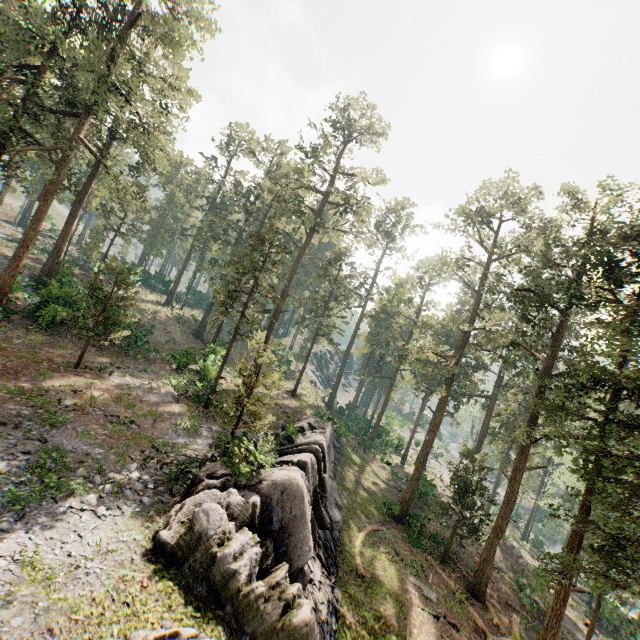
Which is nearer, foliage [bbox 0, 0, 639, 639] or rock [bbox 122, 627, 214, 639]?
rock [bbox 122, 627, 214, 639]

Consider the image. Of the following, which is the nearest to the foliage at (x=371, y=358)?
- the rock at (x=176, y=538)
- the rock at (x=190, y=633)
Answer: the rock at (x=190, y=633)

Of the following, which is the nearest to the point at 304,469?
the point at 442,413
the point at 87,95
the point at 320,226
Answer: the point at 442,413

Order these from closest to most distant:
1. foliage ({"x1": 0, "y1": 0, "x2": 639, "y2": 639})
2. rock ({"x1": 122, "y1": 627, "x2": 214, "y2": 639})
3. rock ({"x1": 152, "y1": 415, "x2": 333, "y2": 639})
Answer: rock ({"x1": 122, "y1": 627, "x2": 214, "y2": 639}), rock ({"x1": 152, "y1": 415, "x2": 333, "y2": 639}), foliage ({"x1": 0, "y1": 0, "x2": 639, "y2": 639})

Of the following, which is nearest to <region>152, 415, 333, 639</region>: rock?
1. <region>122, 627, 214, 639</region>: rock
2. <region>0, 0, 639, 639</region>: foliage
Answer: <region>122, 627, 214, 639</region>: rock

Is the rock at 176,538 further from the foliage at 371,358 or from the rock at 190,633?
the foliage at 371,358

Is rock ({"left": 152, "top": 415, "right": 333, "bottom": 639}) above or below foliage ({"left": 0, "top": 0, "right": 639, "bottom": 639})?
below
